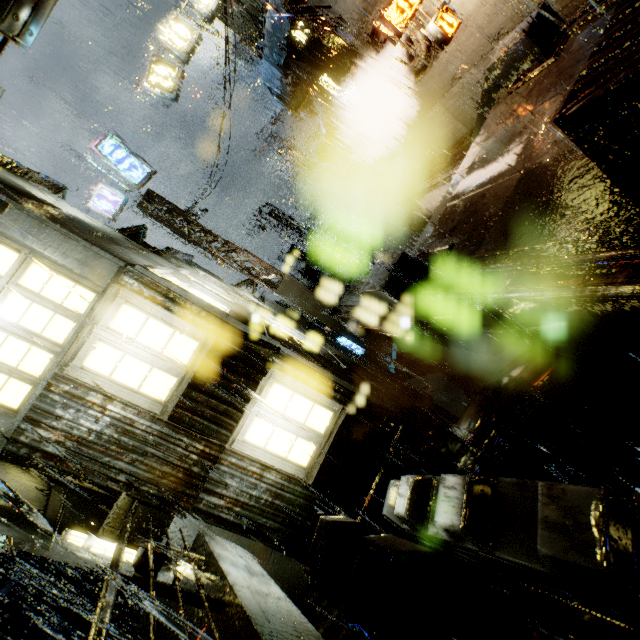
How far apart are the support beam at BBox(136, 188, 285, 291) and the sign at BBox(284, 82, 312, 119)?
6.95m

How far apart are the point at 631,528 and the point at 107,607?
3.89m

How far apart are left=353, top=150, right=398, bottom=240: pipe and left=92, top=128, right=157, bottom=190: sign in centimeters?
967cm

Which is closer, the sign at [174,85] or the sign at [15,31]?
the sign at [15,31]

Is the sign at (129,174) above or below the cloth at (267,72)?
above

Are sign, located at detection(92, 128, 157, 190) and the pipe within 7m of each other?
no

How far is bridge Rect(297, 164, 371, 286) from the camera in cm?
1858
